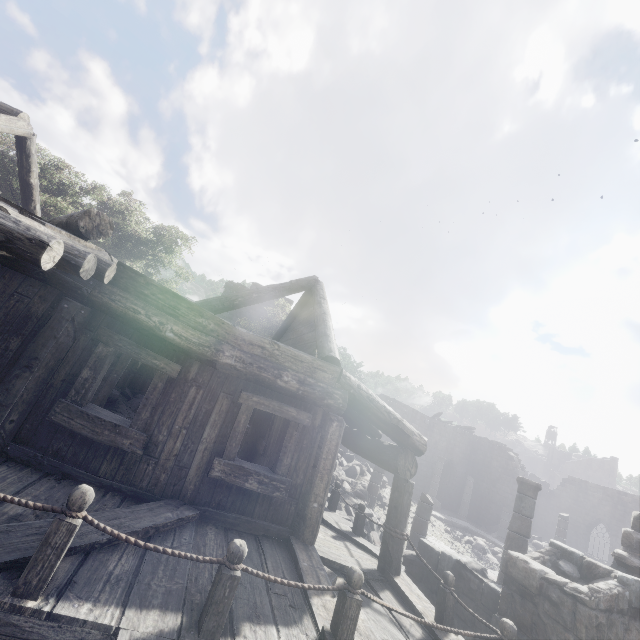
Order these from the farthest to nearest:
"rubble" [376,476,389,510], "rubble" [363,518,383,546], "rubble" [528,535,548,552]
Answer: "rubble" [528,535,548,552] < "rubble" [376,476,389,510] < "rubble" [363,518,383,546]

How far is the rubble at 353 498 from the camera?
12.24m

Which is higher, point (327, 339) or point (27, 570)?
point (327, 339)

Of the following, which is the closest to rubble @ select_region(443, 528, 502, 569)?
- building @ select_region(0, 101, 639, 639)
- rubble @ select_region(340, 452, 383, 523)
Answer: building @ select_region(0, 101, 639, 639)

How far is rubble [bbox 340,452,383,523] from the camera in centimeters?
1224cm

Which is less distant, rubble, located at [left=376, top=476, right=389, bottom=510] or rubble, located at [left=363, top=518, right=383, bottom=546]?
rubble, located at [left=363, top=518, right=383, bottom=546]

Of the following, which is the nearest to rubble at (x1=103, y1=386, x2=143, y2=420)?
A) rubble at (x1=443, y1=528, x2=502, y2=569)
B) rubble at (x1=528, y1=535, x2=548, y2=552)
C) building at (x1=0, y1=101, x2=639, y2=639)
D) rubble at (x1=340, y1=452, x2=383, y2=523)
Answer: building at (x1=0, y1=101, x2=639, y2=639)

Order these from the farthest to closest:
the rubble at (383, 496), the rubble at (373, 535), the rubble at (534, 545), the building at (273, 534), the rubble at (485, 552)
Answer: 1. the rubble at (534, 545)
2. the rubble at (485, 552)
3. the rubble at (383, 496)
4. the rubble at (373, 535)
5. the building at (273, 534)
